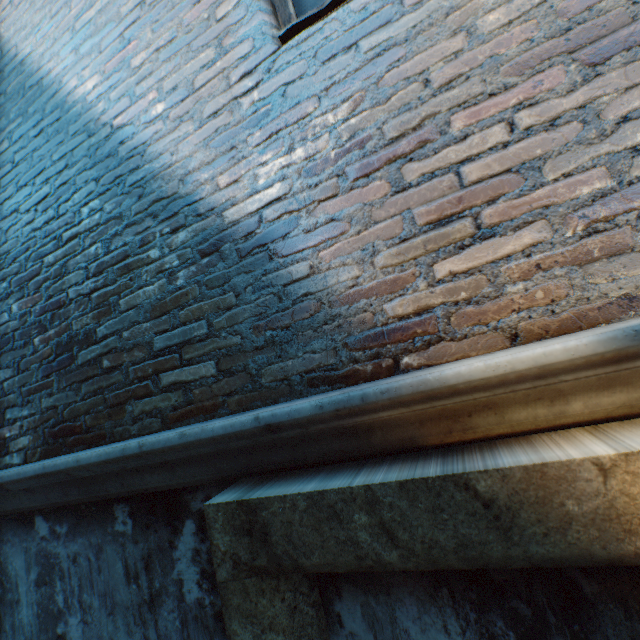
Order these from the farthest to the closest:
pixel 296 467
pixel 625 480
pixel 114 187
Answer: pixel 114 187 → pixel 296 467 → pixel 625 480
